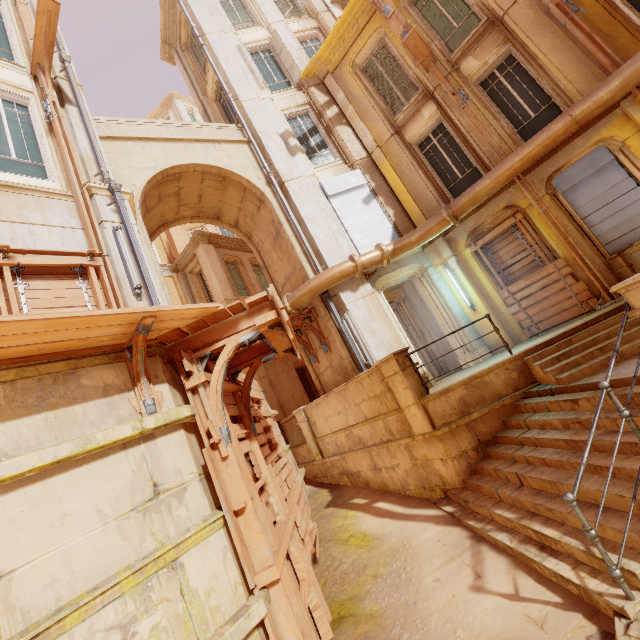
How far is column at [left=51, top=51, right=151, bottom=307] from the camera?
6.39m

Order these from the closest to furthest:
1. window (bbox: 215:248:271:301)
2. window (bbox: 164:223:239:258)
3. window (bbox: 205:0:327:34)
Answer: window (bbox: 205:0:327:34)
window (bbox: 215:248:271:301)
window (bbox: 164:223:239:258)

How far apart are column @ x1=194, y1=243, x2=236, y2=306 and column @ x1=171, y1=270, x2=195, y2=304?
1.99m

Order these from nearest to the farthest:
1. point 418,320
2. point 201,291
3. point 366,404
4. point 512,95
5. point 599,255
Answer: point 599,255 → point 366,404 → point 512,95 → point 418,320 → point 201,291

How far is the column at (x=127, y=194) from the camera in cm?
674

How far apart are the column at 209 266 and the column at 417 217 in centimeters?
1048cm

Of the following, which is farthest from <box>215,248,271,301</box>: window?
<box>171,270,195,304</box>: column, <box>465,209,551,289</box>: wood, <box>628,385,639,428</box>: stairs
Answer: <box>628,385,639,428</box>: stairs

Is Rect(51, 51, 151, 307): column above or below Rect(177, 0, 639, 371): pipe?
above
